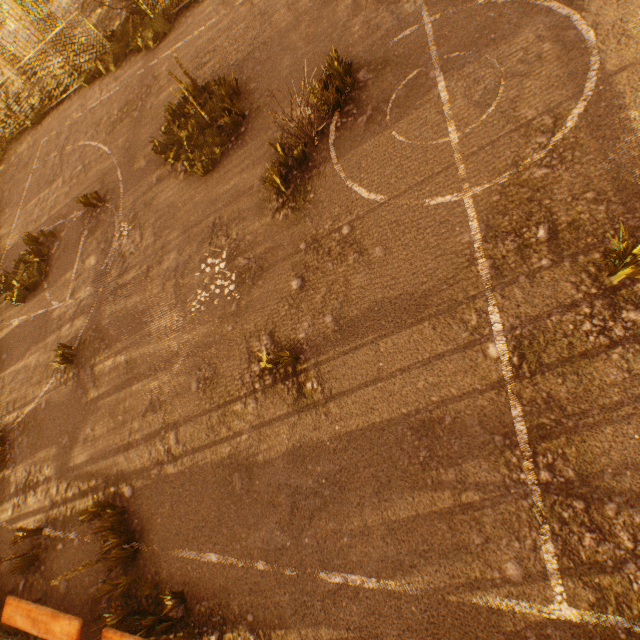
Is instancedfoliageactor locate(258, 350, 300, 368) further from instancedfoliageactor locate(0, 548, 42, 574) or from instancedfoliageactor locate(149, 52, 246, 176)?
instancedfoliageactor locate(0, 548, 42, 574)

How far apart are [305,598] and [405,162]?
5.95m

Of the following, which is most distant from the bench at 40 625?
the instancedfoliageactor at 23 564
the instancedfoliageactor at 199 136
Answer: → the instancedfoliageactor at 199 136

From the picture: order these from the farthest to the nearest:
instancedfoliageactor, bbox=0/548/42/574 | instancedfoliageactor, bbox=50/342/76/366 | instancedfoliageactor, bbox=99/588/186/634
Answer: instancedfoliageactor, bbox=50/342/76/366 < instancedfoliageactor, bbox=0/548/42/574 < instancedfoliageactor, bbox=99/588/186/634

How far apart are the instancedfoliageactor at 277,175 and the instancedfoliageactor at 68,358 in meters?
5.8

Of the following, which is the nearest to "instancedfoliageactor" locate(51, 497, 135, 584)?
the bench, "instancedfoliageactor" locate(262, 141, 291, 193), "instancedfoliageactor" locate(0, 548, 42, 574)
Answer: the bench

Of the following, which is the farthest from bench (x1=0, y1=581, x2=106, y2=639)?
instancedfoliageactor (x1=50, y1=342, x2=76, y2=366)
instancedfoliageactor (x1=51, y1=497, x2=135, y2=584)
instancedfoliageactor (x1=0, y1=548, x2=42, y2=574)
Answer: instancedfoliageactor (x1=50, y1=342, x2=76, y2=366)

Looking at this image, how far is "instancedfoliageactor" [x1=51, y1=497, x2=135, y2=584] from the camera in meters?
4.6
